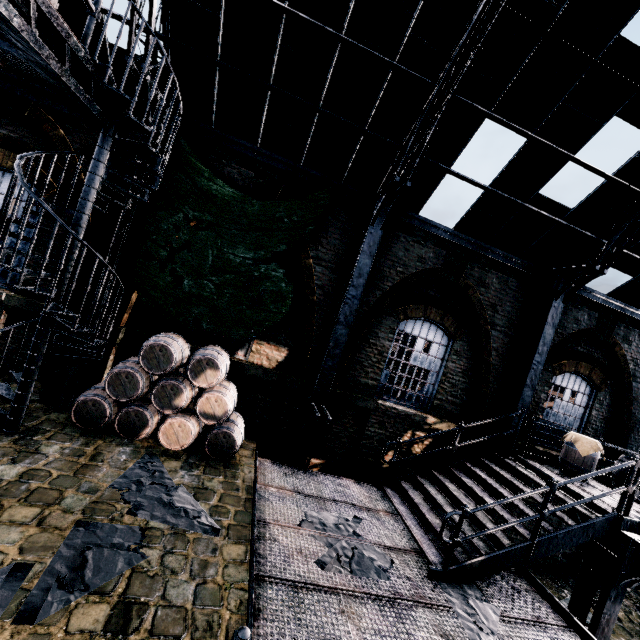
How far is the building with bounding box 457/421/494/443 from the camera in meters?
10.1 m

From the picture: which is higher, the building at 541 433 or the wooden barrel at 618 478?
the building at 541 433

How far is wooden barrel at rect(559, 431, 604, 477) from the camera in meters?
8.9

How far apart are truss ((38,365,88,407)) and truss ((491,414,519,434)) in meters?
11.1 m

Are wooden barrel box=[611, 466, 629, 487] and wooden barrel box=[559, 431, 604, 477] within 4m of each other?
yes

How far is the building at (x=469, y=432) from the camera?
10.07m

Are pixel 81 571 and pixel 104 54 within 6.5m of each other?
no
